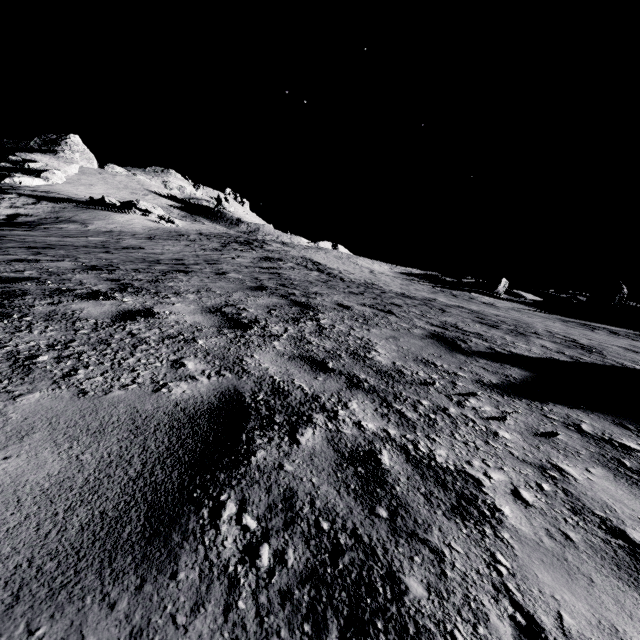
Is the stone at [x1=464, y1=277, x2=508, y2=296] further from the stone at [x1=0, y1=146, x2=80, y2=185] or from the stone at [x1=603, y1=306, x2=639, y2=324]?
the stone at [x1=0, y1=146, x2=80, y2=185]

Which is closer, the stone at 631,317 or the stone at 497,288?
the stone at 631,317

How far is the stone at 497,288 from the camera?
40.0m

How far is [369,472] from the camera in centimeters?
149cm

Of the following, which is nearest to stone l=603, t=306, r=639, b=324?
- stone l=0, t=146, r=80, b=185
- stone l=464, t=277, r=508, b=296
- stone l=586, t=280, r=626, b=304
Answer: stone l=586, t=280, r=626, b=304

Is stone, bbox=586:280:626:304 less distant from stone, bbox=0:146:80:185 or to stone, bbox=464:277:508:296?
stone, bbox=464:277:508:296
